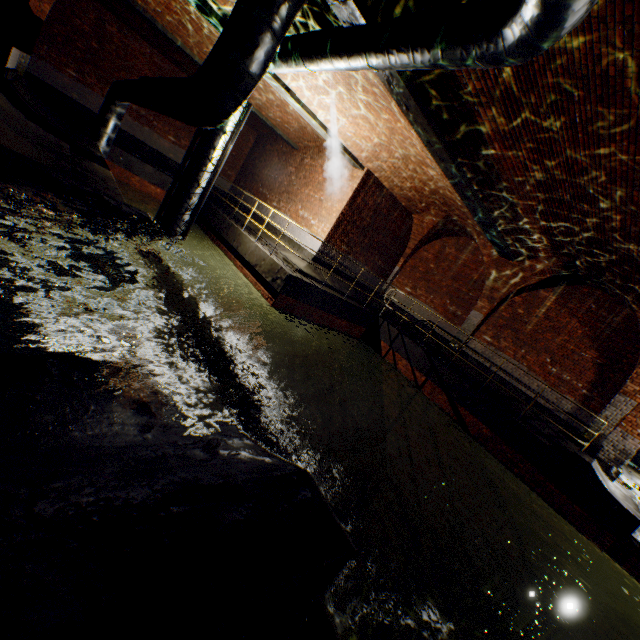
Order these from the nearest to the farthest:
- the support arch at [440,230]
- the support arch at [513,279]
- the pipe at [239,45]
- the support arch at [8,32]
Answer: the pipe at [239,45] < the support arch at [8,32] < the support arch at [513,279] < the support arch at [440,230]

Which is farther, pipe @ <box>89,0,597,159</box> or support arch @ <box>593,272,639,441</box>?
support arch @ <box>593,272,639,441</box>

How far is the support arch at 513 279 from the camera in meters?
10.4

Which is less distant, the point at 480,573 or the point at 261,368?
the point at 480,573

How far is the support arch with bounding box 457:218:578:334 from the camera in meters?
10.4

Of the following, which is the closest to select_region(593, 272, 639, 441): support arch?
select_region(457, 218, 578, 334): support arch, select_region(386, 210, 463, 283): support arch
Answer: select_region(457, 218, 578, 334): support arch

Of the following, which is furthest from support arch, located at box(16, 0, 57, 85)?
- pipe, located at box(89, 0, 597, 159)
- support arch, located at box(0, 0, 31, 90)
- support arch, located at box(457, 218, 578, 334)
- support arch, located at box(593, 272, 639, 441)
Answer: support arch, located at box(457, 218, 578, 334)

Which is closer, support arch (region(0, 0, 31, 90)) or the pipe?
the pipe
